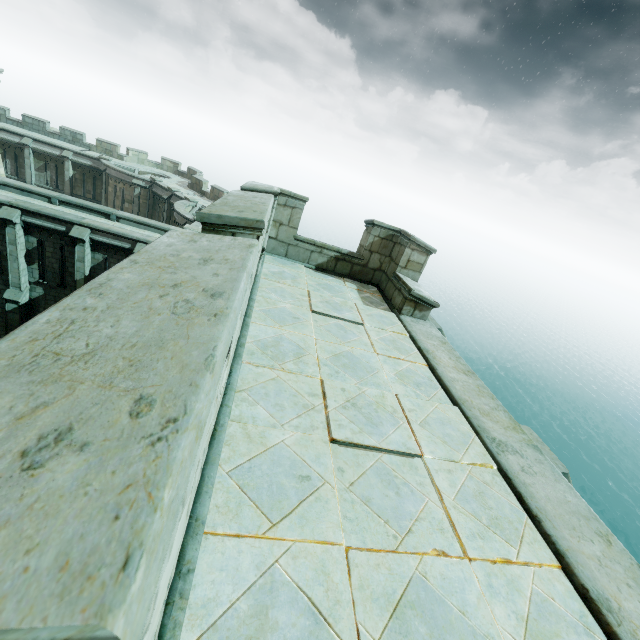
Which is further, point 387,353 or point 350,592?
point 387,353

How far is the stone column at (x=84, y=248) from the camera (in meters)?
16.59

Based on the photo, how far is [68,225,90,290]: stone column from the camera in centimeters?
1659cm
